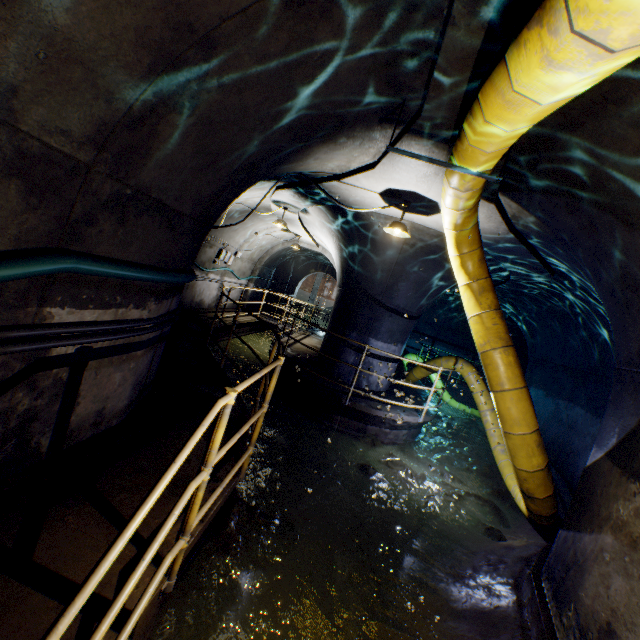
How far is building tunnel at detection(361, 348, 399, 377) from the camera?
6.3m

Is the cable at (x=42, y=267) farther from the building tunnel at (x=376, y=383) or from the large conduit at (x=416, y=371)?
the large conduit at (x=416, y=371)

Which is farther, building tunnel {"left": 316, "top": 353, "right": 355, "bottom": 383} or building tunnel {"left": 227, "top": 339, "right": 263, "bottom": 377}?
building tunnel {"left": 227, "top": 339, "right": 263, "bottom": 377}

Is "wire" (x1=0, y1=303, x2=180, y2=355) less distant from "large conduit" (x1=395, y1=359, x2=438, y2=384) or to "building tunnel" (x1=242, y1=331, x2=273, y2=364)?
"building tunnel" (x1=242, y1=331, x2=273, y2=364)

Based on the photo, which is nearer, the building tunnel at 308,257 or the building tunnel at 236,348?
the building tunnel at 236,348

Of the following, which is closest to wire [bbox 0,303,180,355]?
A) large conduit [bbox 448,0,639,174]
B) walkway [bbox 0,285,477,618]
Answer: walkway [bbox 0,285,477,618]

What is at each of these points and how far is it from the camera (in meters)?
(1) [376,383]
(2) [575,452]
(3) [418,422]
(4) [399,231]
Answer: (1) building tunnel, 8.29
(2) building tunnel, 7.43
(3) walkway, 7.33
(4) ceiling light, 5.08
